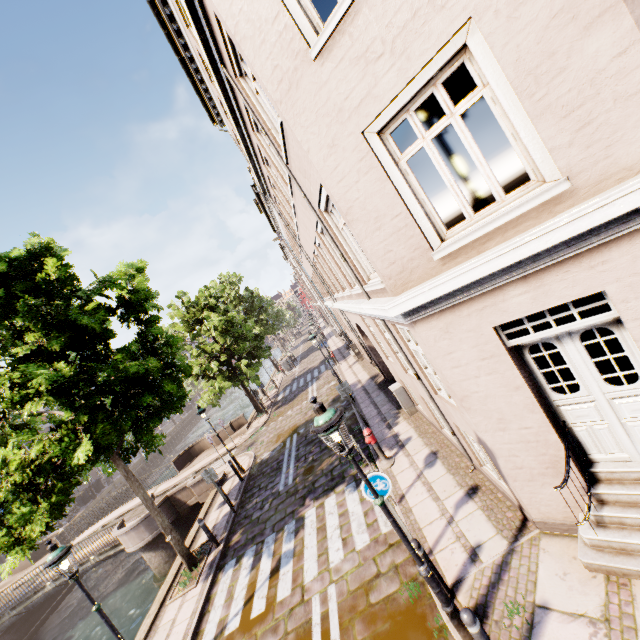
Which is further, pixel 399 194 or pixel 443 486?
pixel 443 486

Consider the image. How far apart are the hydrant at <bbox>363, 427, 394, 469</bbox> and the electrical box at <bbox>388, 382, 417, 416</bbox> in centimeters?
191cm

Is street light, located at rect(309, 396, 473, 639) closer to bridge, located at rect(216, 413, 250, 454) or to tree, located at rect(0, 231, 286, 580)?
tree, located at rect(0, 231, 286, 580)

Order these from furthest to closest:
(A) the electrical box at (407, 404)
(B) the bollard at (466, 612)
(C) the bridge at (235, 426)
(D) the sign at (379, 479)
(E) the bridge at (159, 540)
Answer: (C) the bridge at (235, 426) < (E) the bridge at (159, 540) < (A) the electrical box at (407, 404) < (D) the sign at (379, 479) < (B) the bollard at (466, 612)

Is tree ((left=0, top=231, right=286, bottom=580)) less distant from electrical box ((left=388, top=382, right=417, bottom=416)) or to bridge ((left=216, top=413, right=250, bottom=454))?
bridge ((left=216, top=413, right=250, bottom=454))

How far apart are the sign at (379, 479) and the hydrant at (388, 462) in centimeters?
323cm

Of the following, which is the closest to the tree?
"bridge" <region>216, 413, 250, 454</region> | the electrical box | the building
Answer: "bridge" <region>216, 413, 250, 454</region>

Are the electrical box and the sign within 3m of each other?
no
